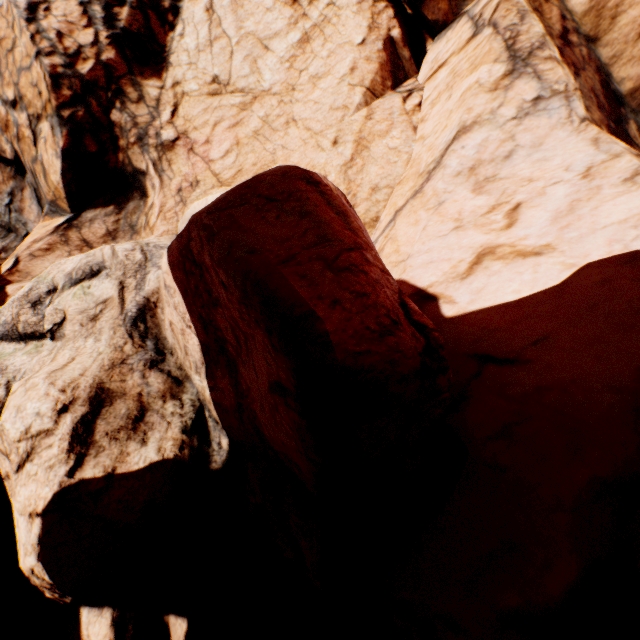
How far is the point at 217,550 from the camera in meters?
4.4 m
